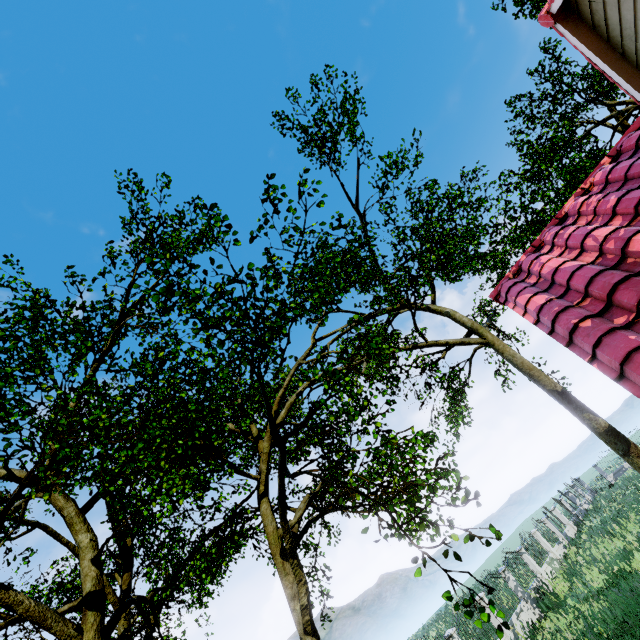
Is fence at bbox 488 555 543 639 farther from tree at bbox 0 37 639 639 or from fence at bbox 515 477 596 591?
fence at bbox 515 477 596 591

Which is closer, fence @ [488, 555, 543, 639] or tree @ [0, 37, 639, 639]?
tree @ [0, 37, 639, 639]

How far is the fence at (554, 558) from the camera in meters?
18.6 m

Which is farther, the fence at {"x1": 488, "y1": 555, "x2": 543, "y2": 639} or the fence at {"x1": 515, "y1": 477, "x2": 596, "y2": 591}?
the fence at {"x1": 515, "y1": 477, "x2": 596, "y2": 591}

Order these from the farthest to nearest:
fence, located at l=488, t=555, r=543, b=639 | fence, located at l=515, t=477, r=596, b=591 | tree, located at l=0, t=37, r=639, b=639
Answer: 1. fence, located at l=515, t=477, r=596, b=591
2. fence, located at l=488, t=555, r=543, b=639
3. tree, located at l=0, t=37, r=639, b=639

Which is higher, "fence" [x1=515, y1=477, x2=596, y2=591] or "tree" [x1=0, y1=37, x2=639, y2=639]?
"tree" [x1=0, y1=37, x2=639, y2=639]

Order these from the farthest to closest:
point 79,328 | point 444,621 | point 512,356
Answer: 1. point 444,621
2. point 512,356
3. point 79,328

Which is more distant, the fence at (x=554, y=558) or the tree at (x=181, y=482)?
the fence at (x=554, y=558)
